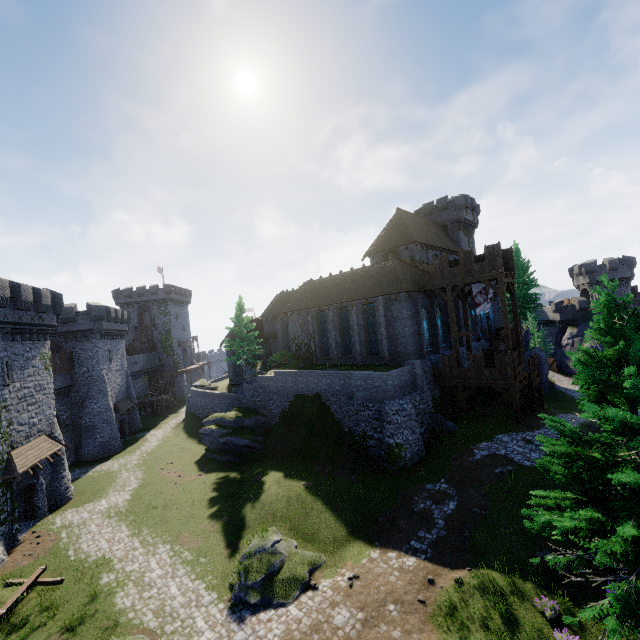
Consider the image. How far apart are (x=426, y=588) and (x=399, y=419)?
9.6 meters

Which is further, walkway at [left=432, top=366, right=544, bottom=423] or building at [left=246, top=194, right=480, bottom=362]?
building at [left=246, top=194, right=480, bottom=362]

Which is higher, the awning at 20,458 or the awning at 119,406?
the awning at 20,458

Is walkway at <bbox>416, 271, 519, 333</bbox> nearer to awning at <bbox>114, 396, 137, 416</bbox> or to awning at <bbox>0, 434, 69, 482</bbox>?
awning at <bbox>0, 434, 69, 482</bbox>

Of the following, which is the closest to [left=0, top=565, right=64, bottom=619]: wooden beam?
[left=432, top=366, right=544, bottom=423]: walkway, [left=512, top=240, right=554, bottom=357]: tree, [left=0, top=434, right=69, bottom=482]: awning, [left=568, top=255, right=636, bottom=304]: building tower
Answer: [left=0, top=434, right=69, bottom=482]: awning

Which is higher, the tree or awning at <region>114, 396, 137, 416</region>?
the tree

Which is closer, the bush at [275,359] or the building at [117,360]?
the building at [117,360]

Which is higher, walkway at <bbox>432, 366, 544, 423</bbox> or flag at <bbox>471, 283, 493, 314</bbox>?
flag at <bbox>471, 283, 493, 314</bbox>
